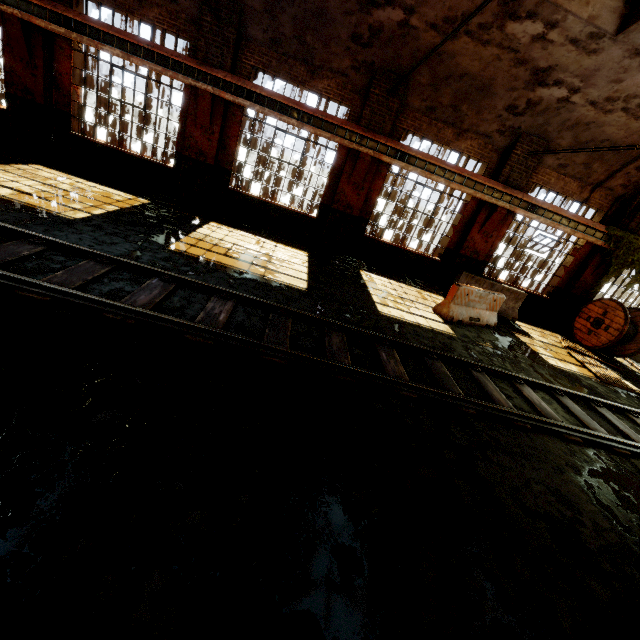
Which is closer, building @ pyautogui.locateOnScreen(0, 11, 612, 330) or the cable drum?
building @ pyautogui.locateOnScreen(0, 11, 612, 330)

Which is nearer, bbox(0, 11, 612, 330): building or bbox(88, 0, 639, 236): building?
bbox(88, 0, 639, 236): building

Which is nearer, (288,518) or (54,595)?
(54,595)

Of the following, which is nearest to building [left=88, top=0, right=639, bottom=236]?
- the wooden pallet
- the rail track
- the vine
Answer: the vine

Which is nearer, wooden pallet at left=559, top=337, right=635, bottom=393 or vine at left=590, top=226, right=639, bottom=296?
wooden pallet at left=559, top=337, right=635, bottom=393

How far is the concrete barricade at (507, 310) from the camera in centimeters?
891cm

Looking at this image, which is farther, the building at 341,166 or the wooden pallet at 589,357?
the building at 341,166

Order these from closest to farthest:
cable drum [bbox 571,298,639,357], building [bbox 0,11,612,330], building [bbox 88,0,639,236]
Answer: building [bbox 88,0,639,236] → building [bbox 0,11,612,330] → cable drum [bbox 571,298,639,357]
